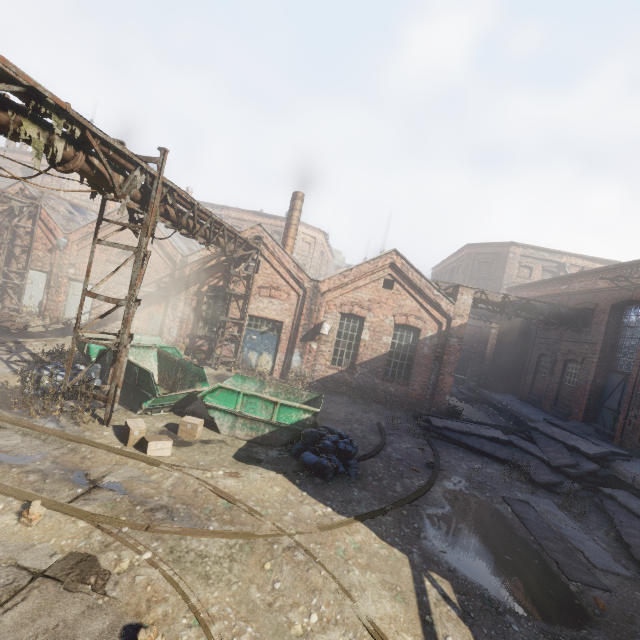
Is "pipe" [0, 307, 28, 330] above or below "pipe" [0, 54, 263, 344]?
below

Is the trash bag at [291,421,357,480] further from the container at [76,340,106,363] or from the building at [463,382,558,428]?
the building at [463,382,558,428]

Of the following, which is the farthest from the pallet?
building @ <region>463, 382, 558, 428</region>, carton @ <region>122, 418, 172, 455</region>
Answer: carton @ <region>122, 418, 172, 455</region>

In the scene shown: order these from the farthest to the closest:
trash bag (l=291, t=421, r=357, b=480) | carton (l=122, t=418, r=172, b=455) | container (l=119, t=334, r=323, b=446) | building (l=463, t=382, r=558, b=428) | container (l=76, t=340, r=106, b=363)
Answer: building (l=463, t=382, r=558, b=428), container (l=76, t=340, r=106, b=363), container (l=119, t=334, r=323, b=446), trash bag (l=291, t=421, r=357, b=480), carton (l=122, t=418, r=172, b=455)

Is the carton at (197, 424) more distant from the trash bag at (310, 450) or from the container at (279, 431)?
the trash bag at (310, 450)

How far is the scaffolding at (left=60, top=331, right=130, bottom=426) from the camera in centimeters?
794cm

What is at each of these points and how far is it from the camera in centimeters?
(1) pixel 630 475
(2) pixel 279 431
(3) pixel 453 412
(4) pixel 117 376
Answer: (1) building, 1013cm
(2) container, 904cm
(3) pallet, 1562cm
(4) scaffolding, 796cm

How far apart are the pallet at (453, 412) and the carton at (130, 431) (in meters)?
12.67
